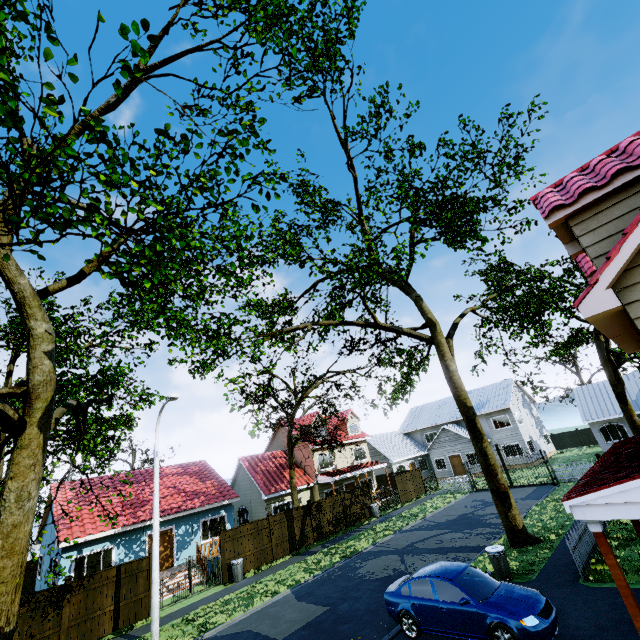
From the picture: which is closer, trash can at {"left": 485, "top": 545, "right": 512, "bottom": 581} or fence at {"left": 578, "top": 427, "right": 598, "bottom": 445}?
trash can at {"left": 485, "top": 545, "right": 512, "bottom": 581}

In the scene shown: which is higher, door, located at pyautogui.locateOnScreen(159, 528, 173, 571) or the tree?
the tree

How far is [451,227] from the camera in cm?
1833

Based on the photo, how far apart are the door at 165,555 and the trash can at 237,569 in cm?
501

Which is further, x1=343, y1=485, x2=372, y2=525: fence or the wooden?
x1=343, y1=485, x2=372, y2=525: fence

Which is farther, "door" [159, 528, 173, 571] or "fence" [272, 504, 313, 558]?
"fence" [272, 504, 313, 558]

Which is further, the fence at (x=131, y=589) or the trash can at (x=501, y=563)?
the fence at (x=131, y=589)

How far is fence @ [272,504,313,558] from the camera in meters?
20.3
